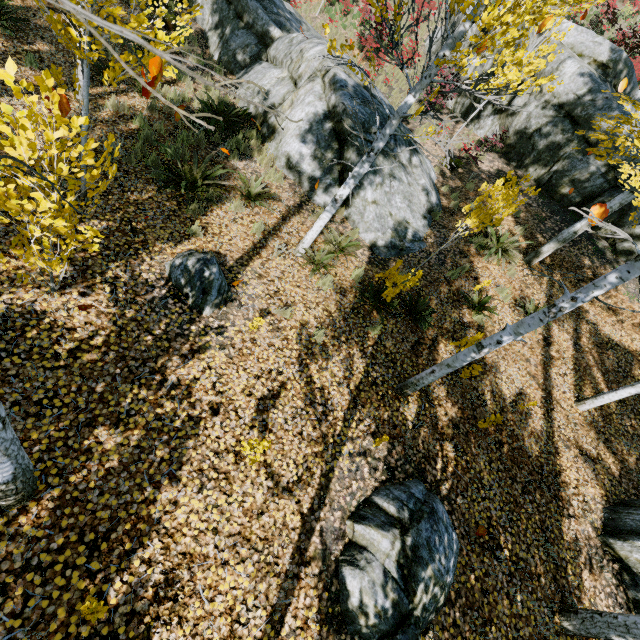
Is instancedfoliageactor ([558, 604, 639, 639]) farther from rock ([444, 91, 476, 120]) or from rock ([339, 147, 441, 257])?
rock ([444, 91, 476, 120])

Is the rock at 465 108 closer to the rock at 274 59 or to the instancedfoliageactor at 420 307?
the instancedfoliageactor at 420 307

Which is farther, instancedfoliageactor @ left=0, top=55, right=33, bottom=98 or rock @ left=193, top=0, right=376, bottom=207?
rock @ left=193, top=0, right=376, bottom=207

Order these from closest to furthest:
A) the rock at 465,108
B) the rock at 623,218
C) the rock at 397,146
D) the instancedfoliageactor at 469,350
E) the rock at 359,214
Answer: the instancedfoliageactor at 469,350 → the rock at 359,214 → the rock at 397,146 → the rock at 623,218 → the rock at 465,108

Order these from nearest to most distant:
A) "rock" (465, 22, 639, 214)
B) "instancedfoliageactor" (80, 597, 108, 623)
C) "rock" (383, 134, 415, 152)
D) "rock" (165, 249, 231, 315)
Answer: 1. "instancedfoliageactor" (80, 597, 108, 623)
2. "rock" (165, 249, 231, 315)
3. "rock" (383, 134, 415, 152)
4. "rock" (465, 22, 639, 214)

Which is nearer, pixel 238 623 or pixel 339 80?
pixel 238 623

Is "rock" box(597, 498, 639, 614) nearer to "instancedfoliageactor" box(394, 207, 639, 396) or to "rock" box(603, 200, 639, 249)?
"instancedfoliageactor" box(394, 207, 639, 396)
